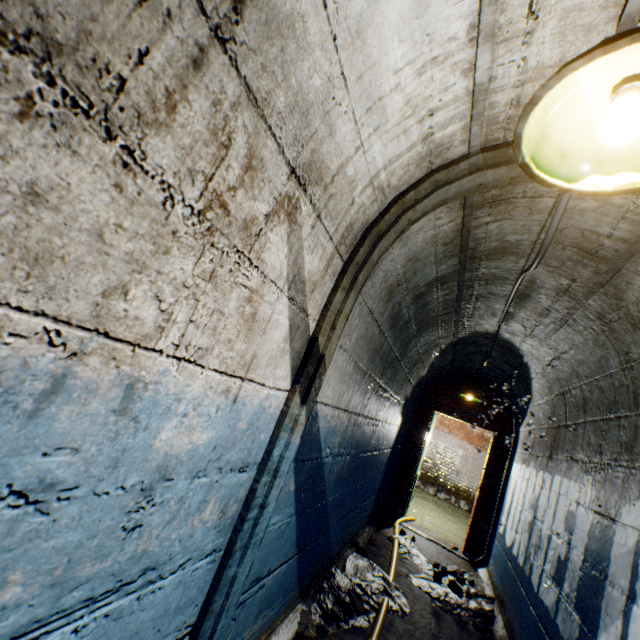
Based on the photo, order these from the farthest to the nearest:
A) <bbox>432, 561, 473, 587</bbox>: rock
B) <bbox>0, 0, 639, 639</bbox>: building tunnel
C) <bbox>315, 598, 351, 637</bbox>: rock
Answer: <bbox>432, 561, 473, 587</bbox>: rock, <bbox>315, 598, 351, 637</bbox>: rock, <bbox>0, 0, 639, 639</bbox>: building tunnel

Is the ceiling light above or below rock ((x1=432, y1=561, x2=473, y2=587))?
above

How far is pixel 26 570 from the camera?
0.65m

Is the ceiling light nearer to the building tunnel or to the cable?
the building tunnel

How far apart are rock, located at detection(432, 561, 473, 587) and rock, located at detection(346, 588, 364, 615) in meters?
1.7

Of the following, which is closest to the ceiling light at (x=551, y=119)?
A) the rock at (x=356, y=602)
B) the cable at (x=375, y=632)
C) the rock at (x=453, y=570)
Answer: the cable at (x=375, y=632)

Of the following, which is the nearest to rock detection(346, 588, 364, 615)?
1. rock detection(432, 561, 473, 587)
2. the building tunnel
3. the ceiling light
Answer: the building tunnel

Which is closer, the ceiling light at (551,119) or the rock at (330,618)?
the ceiling light at (551,119)
